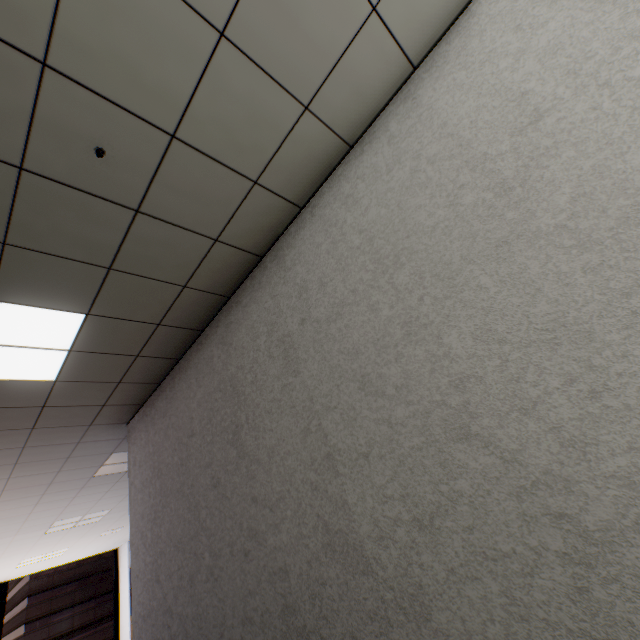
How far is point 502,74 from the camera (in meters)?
1.42

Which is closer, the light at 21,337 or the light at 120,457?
the light at 21,337

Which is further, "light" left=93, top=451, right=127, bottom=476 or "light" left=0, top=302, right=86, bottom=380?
"light" left=93, top=451, right=127, bottom=476

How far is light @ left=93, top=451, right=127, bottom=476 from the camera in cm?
468

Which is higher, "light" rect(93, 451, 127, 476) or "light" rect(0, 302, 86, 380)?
"light" rect(93, 451, 127, 476)

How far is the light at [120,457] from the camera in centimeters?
468cm
